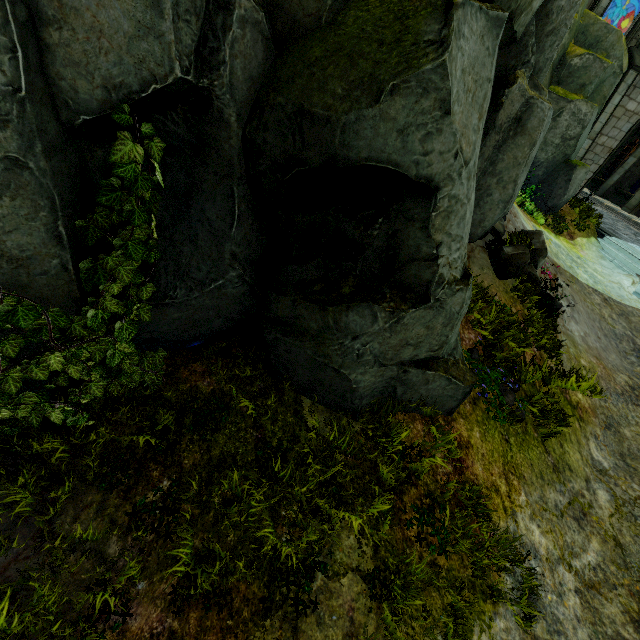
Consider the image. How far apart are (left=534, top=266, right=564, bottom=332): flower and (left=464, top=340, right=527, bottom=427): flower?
2.88m

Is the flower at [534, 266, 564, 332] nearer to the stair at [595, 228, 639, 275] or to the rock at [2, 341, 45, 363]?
the rock at [2, 341, 45, 363]

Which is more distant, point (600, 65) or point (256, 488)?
point (600, 65)

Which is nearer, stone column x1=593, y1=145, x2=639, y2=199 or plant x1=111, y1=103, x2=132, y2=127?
plant x1=111, y1=103, x2=132, y2=127

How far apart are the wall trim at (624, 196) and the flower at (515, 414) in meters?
23.4 m

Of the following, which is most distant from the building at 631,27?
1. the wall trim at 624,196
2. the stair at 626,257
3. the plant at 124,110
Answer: the plant at 124,110

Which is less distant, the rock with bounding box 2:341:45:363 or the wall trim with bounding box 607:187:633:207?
the rock with bounding box 2:341:45:363

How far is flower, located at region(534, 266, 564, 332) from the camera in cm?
760
